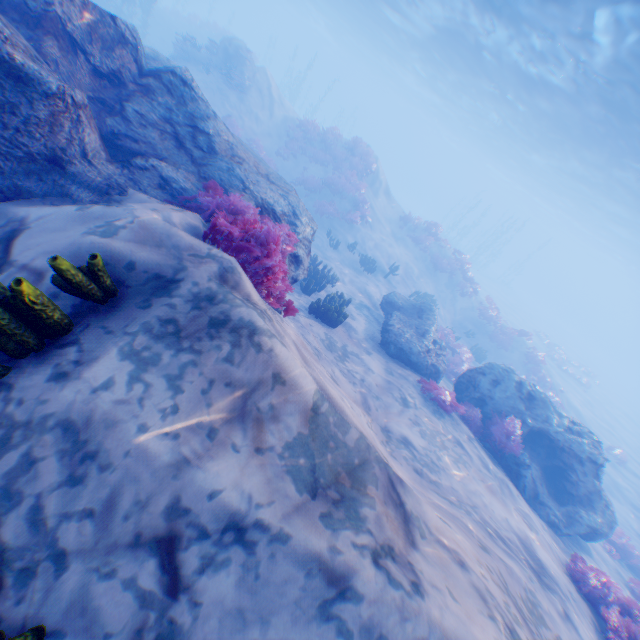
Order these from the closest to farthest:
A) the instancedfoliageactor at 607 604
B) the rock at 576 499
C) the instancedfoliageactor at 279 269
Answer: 1. the instancedfoliageactor at 279 269
2. the instancedfoliageactor at 607 604
3. the rock at 576 499

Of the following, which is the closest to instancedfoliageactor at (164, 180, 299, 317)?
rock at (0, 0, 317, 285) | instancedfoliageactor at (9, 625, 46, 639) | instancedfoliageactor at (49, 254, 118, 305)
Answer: rock at (0, 0, 317, 285)

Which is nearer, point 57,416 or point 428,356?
point 57,416

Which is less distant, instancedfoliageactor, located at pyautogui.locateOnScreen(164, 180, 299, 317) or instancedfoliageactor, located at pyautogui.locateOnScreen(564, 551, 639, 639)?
instancedfoliageactor, located at pyautogui.locateOnScreen(164, 180, 299, 317)

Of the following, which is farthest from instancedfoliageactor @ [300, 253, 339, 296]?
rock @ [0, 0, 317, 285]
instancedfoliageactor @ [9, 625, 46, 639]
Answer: instancedfoliageactor @ [9, 625, 46, 639]

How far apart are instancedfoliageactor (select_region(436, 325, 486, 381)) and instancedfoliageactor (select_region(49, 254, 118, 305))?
15.55m

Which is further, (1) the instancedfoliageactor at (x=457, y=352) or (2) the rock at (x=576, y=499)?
(1) the instancedfoliageactor at (x=457, y=352)

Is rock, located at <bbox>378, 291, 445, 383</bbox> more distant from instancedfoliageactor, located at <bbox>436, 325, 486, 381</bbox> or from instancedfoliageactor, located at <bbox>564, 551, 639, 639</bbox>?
instancedfoliageactor, located at <bbox>436, 325, 486, 381</bbox>
